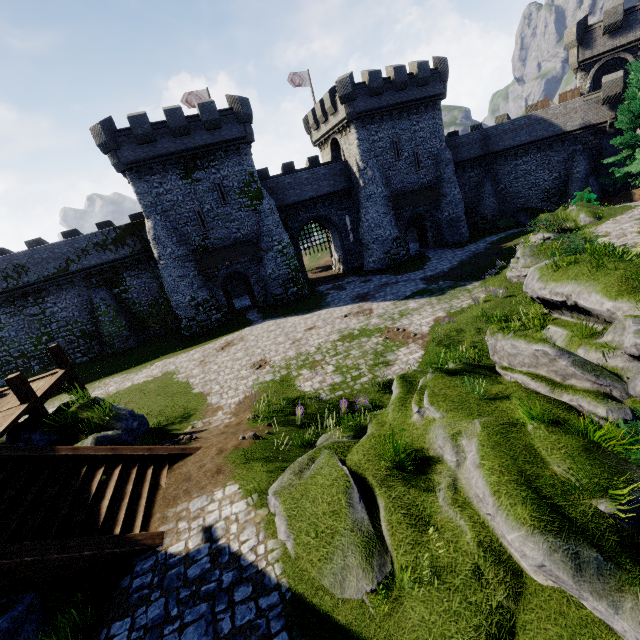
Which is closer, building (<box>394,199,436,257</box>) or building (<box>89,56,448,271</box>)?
building (<box>89,56,448,271</box>)

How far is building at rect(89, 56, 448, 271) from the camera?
24.6m

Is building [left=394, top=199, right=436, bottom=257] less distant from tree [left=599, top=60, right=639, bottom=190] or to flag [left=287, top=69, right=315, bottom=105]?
flag [left=287, top=69, right=315, bottom=105]

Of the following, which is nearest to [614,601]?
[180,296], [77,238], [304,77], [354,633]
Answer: [354,633]

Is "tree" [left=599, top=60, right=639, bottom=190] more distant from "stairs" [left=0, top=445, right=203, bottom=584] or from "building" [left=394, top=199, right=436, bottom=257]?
A: "stairs" [left=0, top=445, right=203, bottom=584]

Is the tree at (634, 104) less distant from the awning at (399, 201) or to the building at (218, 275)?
the awning at (399, 201)

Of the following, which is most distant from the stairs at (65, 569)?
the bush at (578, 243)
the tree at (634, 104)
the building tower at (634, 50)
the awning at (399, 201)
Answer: the building tower at (634, 50)

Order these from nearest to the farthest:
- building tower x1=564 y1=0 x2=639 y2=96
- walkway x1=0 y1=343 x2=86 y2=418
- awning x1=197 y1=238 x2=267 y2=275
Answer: walkway x1=0 y1=343 x2=86 y2=418 → awning x1=197 y1=238 x2=267 y2=275 → building tower x1=564 y1=0 x2=639 y2=96
